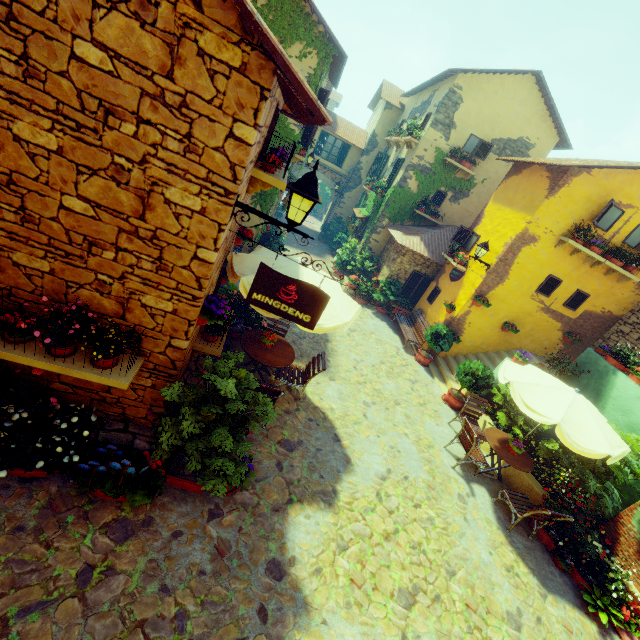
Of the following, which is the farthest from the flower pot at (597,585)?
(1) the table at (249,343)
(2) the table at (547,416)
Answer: (1) the table at (249,343)

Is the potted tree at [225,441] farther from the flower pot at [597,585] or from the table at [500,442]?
the flower pot at [597,585]

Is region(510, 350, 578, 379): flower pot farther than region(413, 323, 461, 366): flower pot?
No

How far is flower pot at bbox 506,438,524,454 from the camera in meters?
7.3

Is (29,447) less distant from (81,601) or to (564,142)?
(81,601)

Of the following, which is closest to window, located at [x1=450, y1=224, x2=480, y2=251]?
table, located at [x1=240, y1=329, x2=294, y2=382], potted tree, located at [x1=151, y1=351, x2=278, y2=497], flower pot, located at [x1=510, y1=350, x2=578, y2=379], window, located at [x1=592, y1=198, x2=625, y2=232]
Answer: window, located at [x1=592, y1=198, x2=625, y2=232]

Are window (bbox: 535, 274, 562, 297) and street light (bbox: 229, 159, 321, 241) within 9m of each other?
no

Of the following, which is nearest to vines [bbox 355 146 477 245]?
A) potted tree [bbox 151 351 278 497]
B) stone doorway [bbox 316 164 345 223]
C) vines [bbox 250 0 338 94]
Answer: stone doorway [bbox 316 164 345 223]
